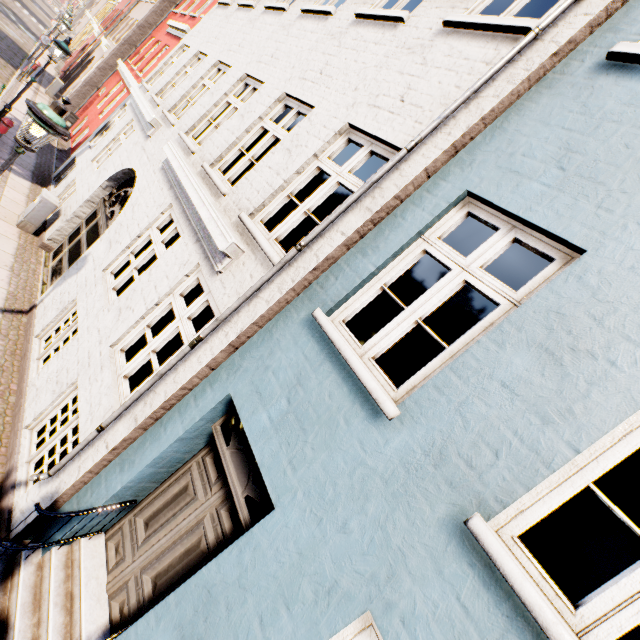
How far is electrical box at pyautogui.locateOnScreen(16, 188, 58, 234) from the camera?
8.0 meters

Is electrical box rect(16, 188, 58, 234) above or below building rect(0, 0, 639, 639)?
below

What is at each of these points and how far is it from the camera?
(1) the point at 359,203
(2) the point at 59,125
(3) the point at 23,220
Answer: (1) building, 3.35m
(2) street light, 4.17m
(3) electrical box, 8.06m

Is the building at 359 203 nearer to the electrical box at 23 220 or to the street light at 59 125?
the electrical box at 23 220

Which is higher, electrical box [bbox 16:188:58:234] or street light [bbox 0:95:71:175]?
street light [bbox 0:95:71:175]

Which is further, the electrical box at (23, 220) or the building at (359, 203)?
the electrical box at (23, 220)

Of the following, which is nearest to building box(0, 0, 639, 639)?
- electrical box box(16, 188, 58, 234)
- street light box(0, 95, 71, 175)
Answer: electrical box box(16, 188, 58, 234)

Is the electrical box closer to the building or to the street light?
the building
